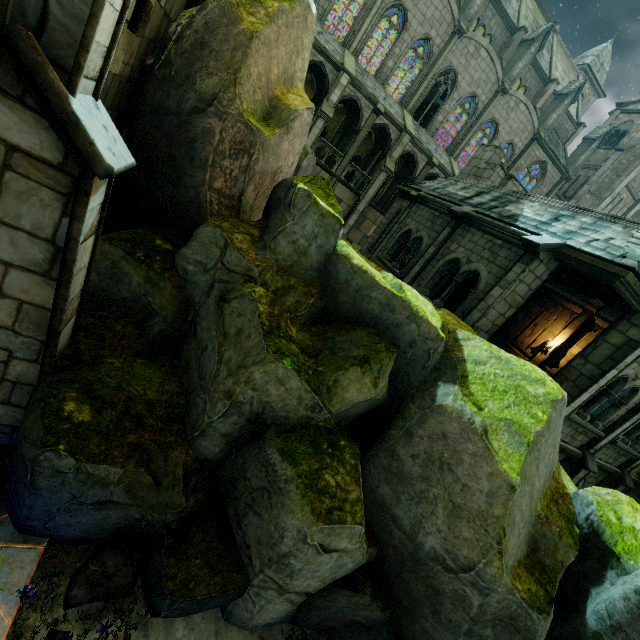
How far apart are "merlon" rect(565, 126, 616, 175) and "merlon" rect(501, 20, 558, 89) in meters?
10.6

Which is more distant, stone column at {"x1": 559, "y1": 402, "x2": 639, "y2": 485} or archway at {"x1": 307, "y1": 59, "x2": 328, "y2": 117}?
archway at {"x1": 307, "y1": 59, "x2": 328, "y2": 117}

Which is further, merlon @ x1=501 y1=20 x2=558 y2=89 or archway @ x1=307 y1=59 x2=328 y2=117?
merlon @ x1=501 y1=20 x2=558 y2=89

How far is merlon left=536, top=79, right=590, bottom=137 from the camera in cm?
2772

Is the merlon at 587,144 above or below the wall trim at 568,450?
above

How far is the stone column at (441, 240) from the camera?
12.2m

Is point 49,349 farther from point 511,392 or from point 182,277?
point 511,392

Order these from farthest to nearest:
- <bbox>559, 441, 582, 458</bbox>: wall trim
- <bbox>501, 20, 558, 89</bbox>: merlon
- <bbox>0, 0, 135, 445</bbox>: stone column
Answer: <bbox>501, 20, 558, 89</bbox>: merlon, <bbox>559, 441, 582, 458</bbox>: wall trim, <bbox>0, 0, 135, 445</bbox>: stone column
